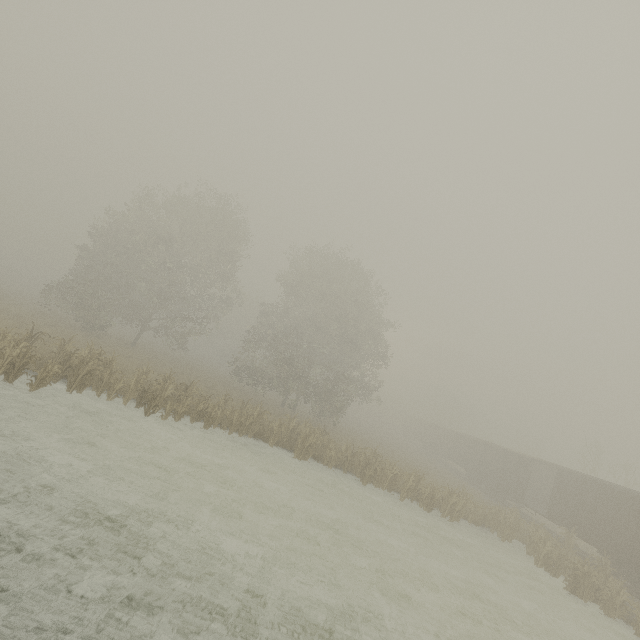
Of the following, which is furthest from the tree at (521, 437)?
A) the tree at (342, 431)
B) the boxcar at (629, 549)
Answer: the tree at (342, 431)

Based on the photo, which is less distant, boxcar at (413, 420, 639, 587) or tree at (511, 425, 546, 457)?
boxcar at (413, 420, 639, 587)

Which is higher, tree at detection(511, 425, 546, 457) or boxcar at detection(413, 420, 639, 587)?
tree at detection(511, 425, 546, 457)

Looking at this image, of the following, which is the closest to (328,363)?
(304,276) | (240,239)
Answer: (304,276)

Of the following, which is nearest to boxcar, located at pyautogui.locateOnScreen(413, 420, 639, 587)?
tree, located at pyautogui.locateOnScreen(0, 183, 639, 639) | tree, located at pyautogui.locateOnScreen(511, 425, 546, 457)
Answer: tree, located at pyautogui.locateOnScreen(511, 425, 546, 457)

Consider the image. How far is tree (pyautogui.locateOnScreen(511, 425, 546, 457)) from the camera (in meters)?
50.62

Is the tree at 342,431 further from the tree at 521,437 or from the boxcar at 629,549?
the tree at 521,437
